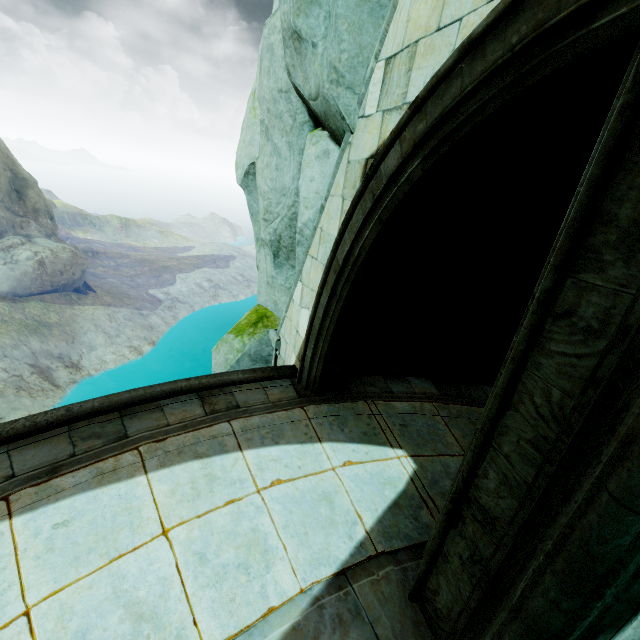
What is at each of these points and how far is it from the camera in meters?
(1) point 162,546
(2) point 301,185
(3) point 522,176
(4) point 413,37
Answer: (1) building, 2.5
(2) rock, 4.4
(3) rock, 5.6
(4) buttress, 2.5

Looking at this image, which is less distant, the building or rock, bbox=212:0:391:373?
the building

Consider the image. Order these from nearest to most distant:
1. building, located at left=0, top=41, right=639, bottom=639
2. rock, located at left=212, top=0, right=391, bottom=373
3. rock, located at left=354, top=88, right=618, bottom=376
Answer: building, located at left=0, top=41, right=639, bottom=639
rock, located at left=212, top=0, right=391, bottom=373
rock, located at left=354, top=88, right=618, bottom=376

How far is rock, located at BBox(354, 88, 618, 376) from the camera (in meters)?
4.59

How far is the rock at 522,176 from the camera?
4.6m

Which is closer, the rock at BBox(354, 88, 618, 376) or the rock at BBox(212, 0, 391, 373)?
the rock at BBox(212, 0, 391, 373)

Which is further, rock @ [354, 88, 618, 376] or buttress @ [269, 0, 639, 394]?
rock @ [354, 88, 618, 376]

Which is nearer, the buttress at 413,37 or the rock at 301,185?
the buttress at 413,37
